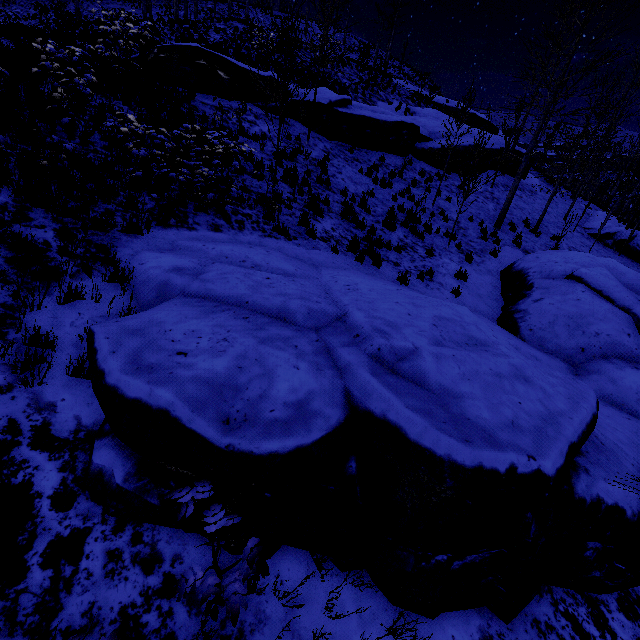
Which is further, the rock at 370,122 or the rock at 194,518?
the rock at 370,122

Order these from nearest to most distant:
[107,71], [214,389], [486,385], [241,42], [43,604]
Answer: [43,604]
[214,389]
[486,385]
[107,71]
[241,42]

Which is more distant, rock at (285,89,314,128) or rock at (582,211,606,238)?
rock at (582,211,606,238)

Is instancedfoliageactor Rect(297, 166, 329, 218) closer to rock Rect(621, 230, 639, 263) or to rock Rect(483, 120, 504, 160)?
rock Rect(621, 230, 639, 263)

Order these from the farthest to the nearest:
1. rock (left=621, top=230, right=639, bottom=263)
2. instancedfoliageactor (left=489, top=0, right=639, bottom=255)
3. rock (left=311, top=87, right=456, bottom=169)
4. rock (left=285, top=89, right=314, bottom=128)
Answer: rock (left=621, top=230, right=639, bottom=263), rock (left=311, top=87, right=456, bottom=169), rock (left=285, top=89, right=314, bottom=128), instancedfoliageactor (left=489, top=0, right=639, bottom=255)

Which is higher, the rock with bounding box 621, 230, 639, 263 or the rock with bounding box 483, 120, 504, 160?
the rock with bounding box 483, 120, 504, 160

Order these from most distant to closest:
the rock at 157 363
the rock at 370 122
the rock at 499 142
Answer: the rock at 499 142
the rock at 370 122
the rock at 157 363

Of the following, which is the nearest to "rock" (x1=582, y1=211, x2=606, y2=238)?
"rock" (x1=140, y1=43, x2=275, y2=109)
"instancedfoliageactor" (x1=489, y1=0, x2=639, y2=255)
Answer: "instancedfoliageactor" (x1=489, y1=0, x2=639, y2=255)
